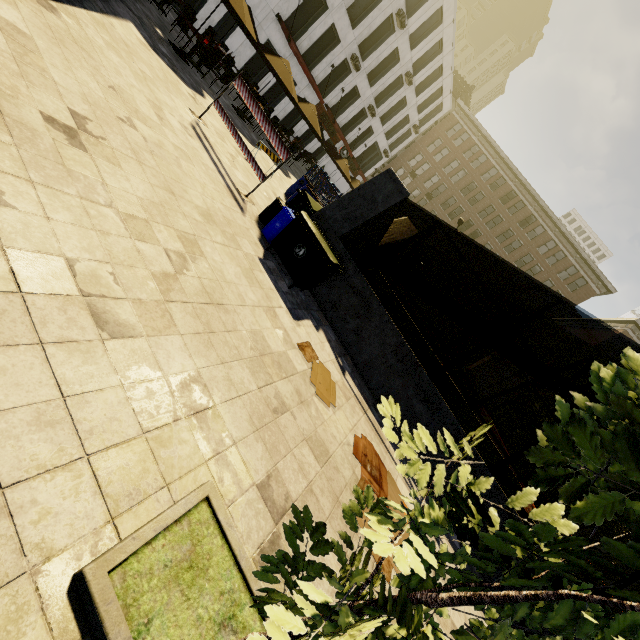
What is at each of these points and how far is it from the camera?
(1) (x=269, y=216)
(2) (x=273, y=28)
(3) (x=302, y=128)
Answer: (1) trash bin, 7.8m
(2) building, 19.4m
(3) building, 27.8m

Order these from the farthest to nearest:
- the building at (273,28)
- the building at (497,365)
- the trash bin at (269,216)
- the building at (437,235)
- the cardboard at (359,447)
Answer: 1. the building at (497,365)
2. the building at (437,235)
3. the building at (273,28)
4. the trash bin at (269,216)
5. the cardboard at (359,447)

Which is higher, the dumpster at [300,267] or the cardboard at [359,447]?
the dumpster at [300,267]

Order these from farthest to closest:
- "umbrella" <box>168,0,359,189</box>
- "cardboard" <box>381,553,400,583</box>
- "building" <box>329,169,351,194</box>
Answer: "building" <box>329,169,351,194</box> → "umbrella" <box>168,0,359,189</box> → "cardboard" <box>381,553,400,583</box>

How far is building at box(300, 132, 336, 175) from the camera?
29.8 meters

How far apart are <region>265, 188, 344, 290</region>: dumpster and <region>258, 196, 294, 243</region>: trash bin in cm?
9

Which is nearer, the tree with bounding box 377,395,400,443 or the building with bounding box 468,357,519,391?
the tree with bounding box 377,395,400,443

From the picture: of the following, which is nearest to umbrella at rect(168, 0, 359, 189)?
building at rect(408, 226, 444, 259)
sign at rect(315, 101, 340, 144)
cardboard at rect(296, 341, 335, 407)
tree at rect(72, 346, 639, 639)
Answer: cardboard at rect(296, 341, 335, 407)
